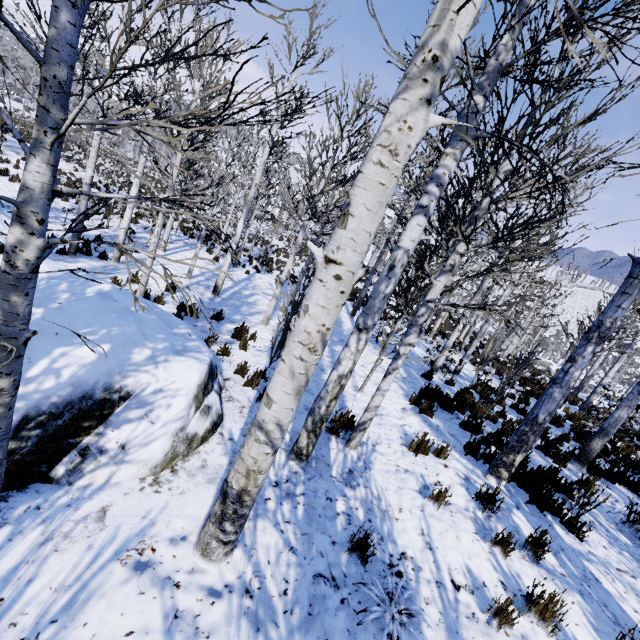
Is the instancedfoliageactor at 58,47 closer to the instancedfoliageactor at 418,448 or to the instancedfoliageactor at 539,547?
the instancedfoliageactor at 418,448

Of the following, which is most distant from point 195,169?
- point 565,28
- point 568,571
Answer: point 568,571

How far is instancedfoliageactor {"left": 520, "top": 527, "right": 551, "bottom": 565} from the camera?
3.7 meters

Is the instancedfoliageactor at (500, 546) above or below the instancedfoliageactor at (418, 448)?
above

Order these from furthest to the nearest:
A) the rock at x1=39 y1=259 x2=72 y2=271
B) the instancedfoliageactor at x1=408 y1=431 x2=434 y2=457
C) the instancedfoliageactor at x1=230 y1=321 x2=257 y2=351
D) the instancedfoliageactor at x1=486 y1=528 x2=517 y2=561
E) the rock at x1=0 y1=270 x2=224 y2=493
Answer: the instancedfoliageactor at x1=230 y1=321 x2=257 y2=351, the instancedfoliageactor at x1=408 y1=431 x2=434 y2=457, the rock at x1=39 y1=259 x2=72 y2=271, the instancedfoliageactor at x1=486 y1=528 x2=517 y2=561, the rock at x1=0 y1=270 x2=224 y2=493

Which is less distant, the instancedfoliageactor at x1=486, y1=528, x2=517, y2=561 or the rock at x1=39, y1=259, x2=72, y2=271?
the instancedfoliageactor at x1=486, y1=528, x2=517, y2=561

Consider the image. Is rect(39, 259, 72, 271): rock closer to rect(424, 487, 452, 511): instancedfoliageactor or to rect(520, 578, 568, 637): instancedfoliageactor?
rect(424, 487, 452, 511): instancedfoliageactor

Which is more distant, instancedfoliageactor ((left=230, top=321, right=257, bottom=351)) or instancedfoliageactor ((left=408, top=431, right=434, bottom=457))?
instancedfoliageactor ((left=230, top=321, right=257, bottom=351))
